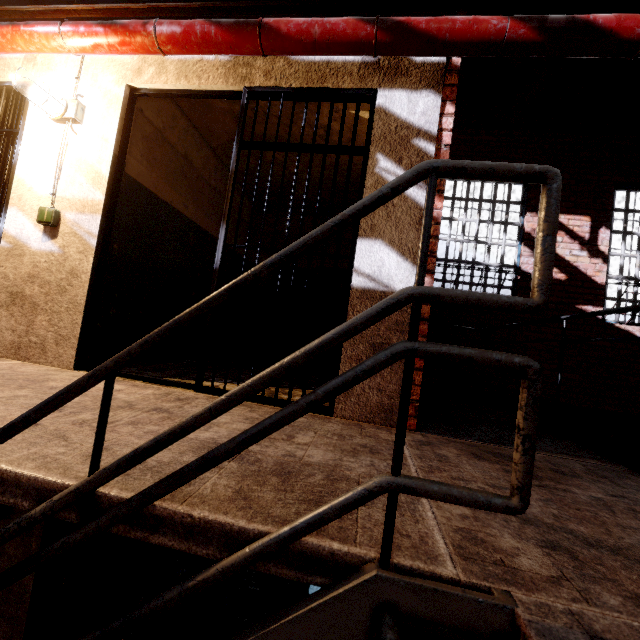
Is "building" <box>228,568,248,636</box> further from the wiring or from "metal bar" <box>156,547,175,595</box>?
the wiring

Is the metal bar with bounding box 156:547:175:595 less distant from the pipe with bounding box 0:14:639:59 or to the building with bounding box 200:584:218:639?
the building with bounding box 200:584:218:639

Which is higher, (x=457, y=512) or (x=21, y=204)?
(x=21, y=204)

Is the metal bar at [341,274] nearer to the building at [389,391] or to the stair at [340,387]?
the building at [389,391]

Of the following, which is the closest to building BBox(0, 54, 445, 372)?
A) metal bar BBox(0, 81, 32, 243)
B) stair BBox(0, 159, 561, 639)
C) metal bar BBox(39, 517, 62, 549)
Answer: metal bar BBox(0, 81, 32, 243)

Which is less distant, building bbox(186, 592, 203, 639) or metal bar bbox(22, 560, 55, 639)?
metal bar bbox(22, 560, 55, 639)

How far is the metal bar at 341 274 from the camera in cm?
229

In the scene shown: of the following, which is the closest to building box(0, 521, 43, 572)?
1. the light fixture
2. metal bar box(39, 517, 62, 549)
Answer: metal bar box(39, 517, 62, 549)
